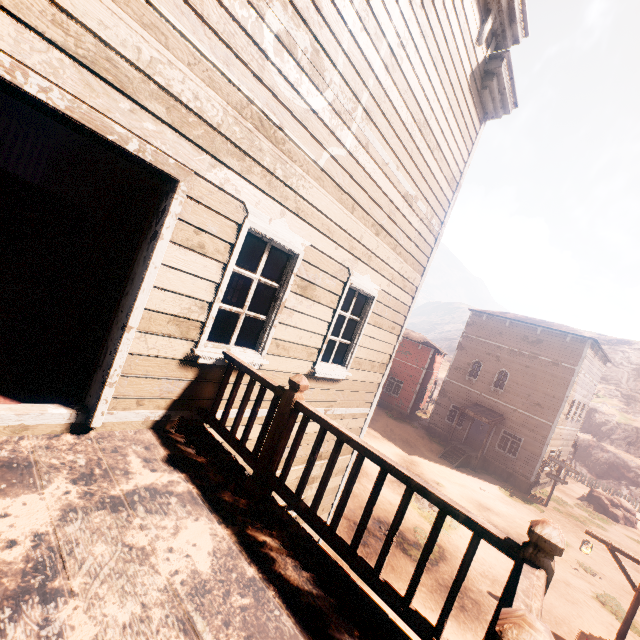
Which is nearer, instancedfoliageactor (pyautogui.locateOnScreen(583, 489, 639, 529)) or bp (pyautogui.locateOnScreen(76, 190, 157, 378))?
bp (pyautogui.locateOnScreen(76, 190, 157, 378))

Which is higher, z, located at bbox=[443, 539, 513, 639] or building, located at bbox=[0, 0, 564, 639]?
building, located at bbox=[0, 0, 564, 639]

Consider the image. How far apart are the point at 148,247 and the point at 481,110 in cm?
696

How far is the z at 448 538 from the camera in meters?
8.9

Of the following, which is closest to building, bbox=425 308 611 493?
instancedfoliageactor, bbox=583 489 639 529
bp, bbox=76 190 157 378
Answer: bp, bbox=76 190 157 378

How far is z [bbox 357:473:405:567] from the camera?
10.2 meters

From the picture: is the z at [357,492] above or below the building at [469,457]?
below
